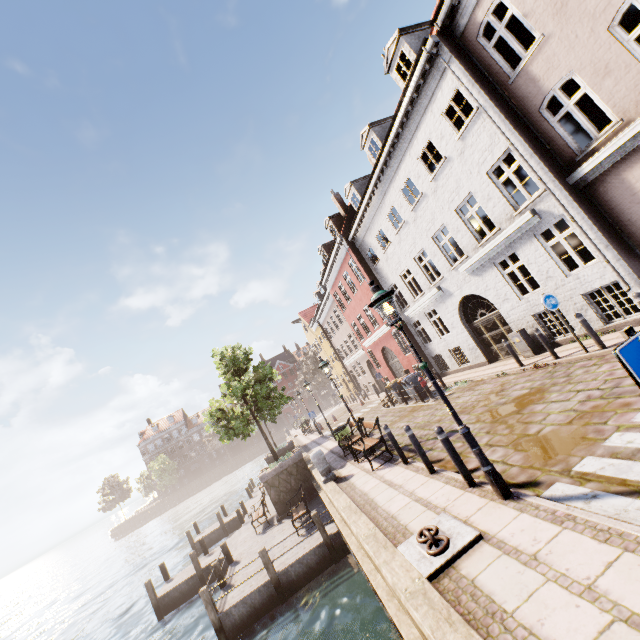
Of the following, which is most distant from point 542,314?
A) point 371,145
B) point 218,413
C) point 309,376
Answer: point 309,376

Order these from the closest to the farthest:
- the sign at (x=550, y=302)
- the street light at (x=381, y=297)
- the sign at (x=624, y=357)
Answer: the sign at (x=624, y=357) < the street light at (x=381, y=297) < the sign at (x=550, y=302)

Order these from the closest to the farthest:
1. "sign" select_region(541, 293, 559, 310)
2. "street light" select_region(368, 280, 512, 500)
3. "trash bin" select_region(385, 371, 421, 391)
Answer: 1. "street light" select_region(368, 280, 512, 500)
2. "sign" select_region(541, 293, 559, 310)
3. "trash bin" select_region(385, 371, 421, 391)

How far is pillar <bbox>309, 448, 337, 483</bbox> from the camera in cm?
1059

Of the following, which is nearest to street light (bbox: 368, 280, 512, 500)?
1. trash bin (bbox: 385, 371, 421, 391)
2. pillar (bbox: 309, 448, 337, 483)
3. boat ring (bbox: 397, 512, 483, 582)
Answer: boat ring (bbox: 397, 512, 483, 582)

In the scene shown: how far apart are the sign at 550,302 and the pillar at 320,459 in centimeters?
819cm

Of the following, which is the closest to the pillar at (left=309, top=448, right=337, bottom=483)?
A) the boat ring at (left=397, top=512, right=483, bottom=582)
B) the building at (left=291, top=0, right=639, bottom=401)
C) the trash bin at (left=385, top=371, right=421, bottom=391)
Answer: the boat ring at (left=397, top=512, right=483, bottom=582)

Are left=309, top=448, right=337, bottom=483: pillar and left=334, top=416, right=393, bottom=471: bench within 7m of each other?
yes
